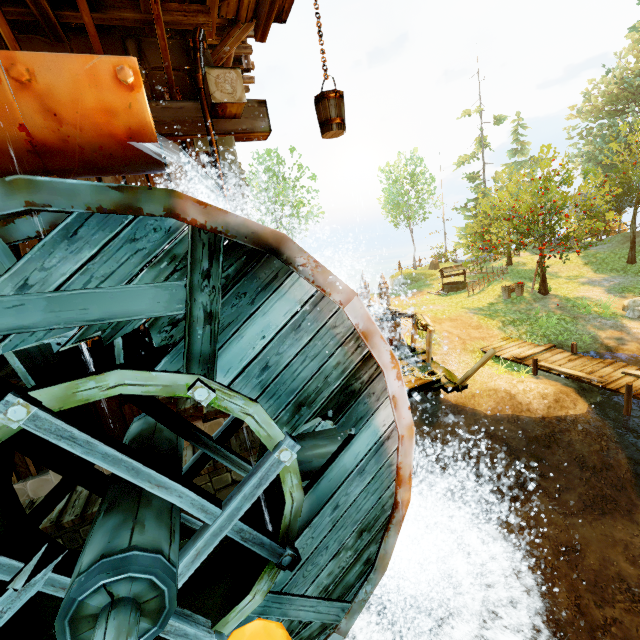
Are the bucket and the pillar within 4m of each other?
no

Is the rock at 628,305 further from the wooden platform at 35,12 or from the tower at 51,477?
the wooden platform at 35,12

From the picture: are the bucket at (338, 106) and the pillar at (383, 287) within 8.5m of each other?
no

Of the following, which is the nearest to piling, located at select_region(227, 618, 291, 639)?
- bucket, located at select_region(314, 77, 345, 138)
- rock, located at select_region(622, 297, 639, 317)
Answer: bucket, located at select_region(314, 77, 345, 138)

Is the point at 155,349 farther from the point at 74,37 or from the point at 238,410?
the point at 74,37

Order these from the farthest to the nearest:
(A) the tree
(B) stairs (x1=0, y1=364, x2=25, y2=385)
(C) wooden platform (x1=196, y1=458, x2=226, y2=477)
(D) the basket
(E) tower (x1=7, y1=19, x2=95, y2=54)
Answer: (A) the tree, (D) the basket, (C) wooden platform (x1=196, y1=458, x2=226, y2=477), (E) tower (x1=7, y1=19, x2=95, y2=54), (B) stairs (x1=0, y1=364, x2=25, y2=385)

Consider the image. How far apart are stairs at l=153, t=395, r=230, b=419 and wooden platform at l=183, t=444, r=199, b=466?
1.1m

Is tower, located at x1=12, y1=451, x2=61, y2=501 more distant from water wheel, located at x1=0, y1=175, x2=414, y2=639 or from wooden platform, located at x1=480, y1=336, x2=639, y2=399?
wooden platform, located at x1=480, y1=336, x2=639, y2=399
